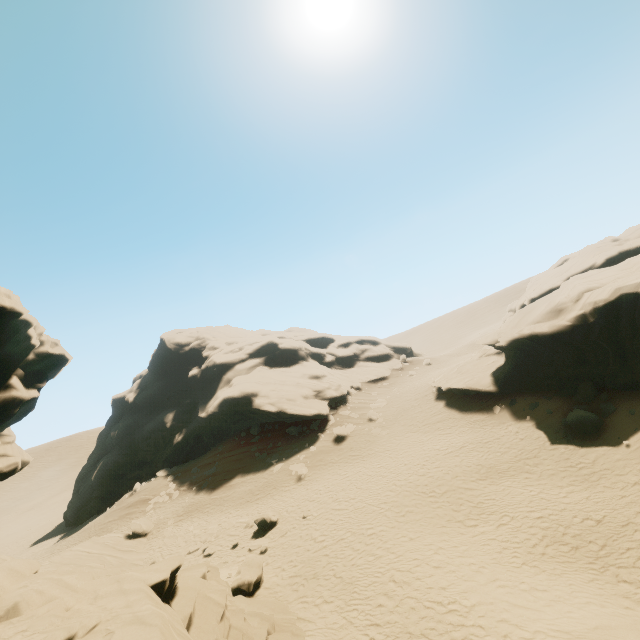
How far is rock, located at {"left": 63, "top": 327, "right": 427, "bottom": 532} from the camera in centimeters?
3612cm

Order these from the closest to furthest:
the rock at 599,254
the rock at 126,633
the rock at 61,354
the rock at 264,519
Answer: the rock at 126,633 → the rock at 61,354 → the rock at 599,254 → the rock at 264,519

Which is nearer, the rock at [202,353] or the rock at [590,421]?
the rock at [590,421]

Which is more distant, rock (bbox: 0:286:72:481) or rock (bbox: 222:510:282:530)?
rock (bbox: 222:510:282:530)

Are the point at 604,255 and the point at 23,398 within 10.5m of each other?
no

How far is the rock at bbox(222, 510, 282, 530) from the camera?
19.91m
